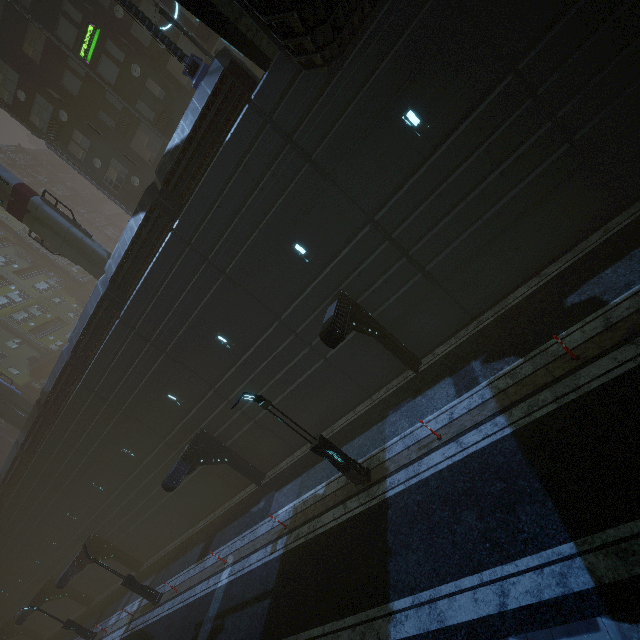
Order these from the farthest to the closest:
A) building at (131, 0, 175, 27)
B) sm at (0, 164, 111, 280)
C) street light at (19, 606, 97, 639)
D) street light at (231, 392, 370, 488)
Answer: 1. street light at (19, 606, 97, 639)
2. sm at (0, 164, 111, 280)
3. building at (131, 0, 175, 27)
4. street light at (231, 392, 370, 488)

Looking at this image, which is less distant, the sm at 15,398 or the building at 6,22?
the building at 6,22

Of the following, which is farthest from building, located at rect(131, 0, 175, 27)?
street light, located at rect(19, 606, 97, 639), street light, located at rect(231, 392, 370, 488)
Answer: street light, located at rect(231, 392, 370, 488)

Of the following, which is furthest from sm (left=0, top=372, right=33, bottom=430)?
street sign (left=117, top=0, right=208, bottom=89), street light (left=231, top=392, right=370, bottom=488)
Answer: street light (left=231, top=392, right=370, bottom=488)

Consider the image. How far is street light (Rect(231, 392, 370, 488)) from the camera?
10.8m

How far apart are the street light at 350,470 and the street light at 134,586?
16.7m

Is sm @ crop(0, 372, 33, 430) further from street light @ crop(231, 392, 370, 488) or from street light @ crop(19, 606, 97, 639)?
street light @ crop(231, 392, 370, 488)

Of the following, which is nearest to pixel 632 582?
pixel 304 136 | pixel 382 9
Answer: pixel 304 136
